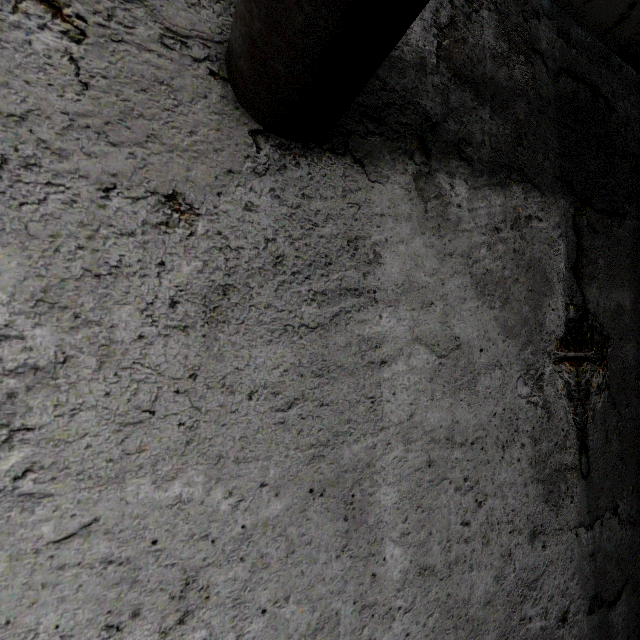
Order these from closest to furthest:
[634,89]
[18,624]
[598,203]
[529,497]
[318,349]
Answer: [18,624] → [318,349] → [529,497] → [598,203] → [634,89]
